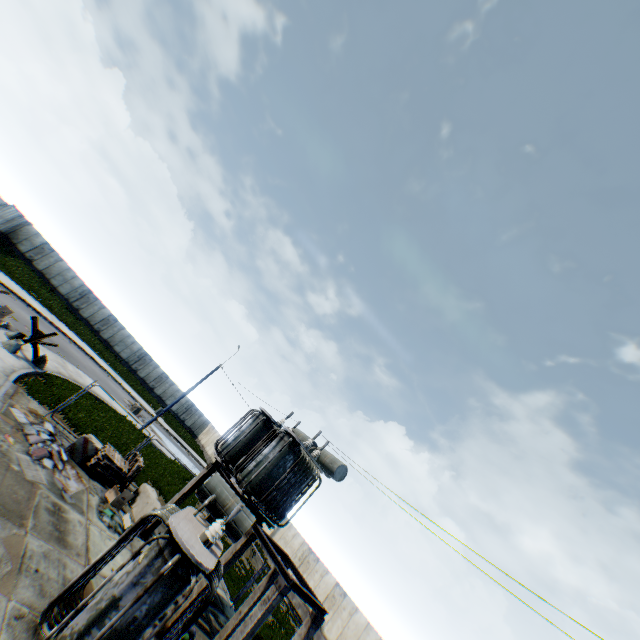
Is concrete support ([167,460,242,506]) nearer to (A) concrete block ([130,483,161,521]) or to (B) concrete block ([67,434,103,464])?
(A) concrete block ([130,483,161,521])

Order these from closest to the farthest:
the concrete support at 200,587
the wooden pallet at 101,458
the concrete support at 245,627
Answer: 1. the concrete support at 245,627
2. the concrete support at 200,587
3. the wooden pallet at 101,458

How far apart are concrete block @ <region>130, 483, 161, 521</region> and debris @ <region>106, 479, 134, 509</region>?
0.81m

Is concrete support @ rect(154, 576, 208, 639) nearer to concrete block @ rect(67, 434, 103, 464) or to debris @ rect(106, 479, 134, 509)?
debris @ rect(106, 479, 134, 509)

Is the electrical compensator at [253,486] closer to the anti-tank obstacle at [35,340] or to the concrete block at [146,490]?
the concrete block at [146,490]

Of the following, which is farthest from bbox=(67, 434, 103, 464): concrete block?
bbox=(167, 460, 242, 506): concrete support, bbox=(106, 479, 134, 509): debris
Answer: bbox=(167, 460, 242, 506): concrete support

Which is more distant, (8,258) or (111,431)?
(8,258)

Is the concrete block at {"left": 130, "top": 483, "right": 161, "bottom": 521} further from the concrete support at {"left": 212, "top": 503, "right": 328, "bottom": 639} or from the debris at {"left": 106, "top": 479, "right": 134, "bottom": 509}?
the concrete support at {"left": 212, "top": 503, "right": 328, "bottom": 639}
